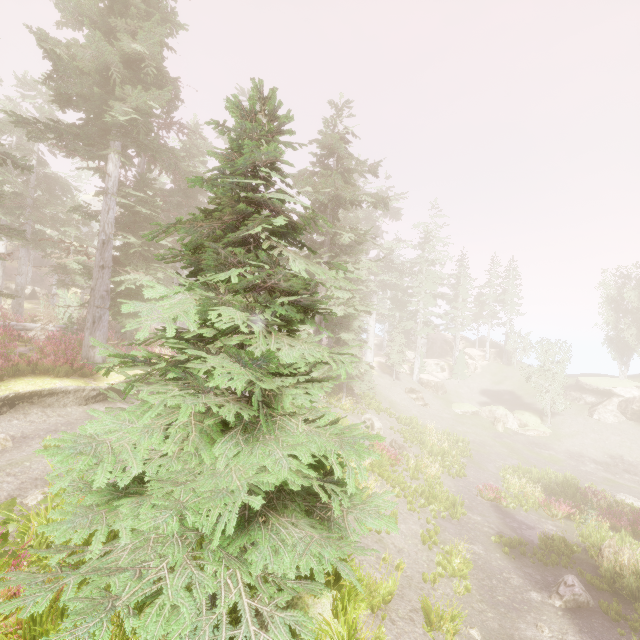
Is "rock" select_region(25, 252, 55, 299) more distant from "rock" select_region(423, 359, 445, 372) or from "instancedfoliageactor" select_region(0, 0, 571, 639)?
"rock" select_region(423, 359, 445, 372)

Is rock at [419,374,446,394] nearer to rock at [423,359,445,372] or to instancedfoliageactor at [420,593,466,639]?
instancedfoliageactor at [420,593,466,639]

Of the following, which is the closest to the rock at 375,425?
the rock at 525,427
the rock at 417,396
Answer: the rock at 417,396

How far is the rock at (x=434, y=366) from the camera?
48.2 meters

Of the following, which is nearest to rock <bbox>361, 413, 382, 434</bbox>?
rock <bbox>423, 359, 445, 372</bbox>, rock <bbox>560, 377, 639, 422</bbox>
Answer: rock <bbox>423, 359, 445, 372</bbox>

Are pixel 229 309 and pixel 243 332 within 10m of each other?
yes

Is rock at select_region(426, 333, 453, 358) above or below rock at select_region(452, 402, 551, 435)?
above

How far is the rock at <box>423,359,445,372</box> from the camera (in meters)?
48.25
